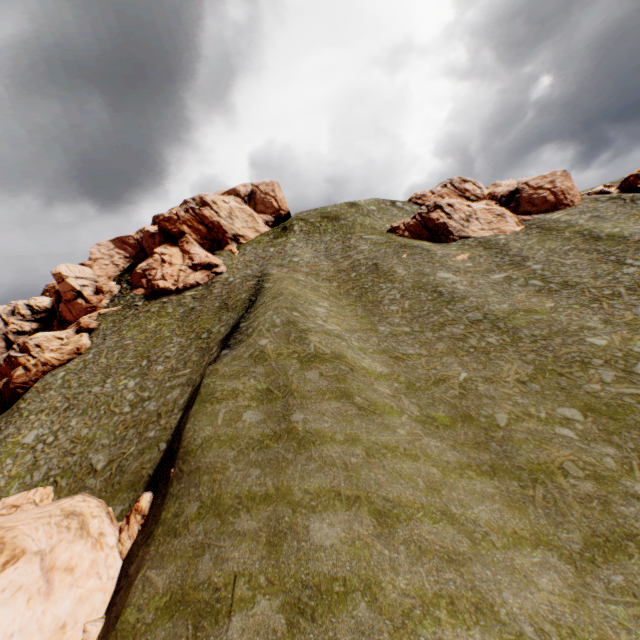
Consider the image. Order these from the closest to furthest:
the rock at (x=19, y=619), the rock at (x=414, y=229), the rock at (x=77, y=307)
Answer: the rock at (x=19, y=619)
the rock at (x=77, y=307)
the rock at (x=414, y=229)

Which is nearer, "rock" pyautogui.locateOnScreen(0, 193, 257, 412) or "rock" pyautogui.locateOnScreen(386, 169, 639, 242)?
"rock" pyautogui.locateOnScreen(0, 193, 257, 412)

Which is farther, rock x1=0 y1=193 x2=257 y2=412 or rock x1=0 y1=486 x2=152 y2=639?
rock x1=0 y1=193 x2=257 y2=412

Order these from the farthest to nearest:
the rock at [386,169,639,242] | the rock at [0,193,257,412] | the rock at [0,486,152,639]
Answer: the rock at [386,169,639,242], the rock at [0,193,257,412], the rock at [0,486,152,639]

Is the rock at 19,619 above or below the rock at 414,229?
below

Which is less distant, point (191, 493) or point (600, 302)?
point (191, 493)

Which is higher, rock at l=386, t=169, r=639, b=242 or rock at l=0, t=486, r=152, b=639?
rock at l=386, t=169, r=639, b=242
